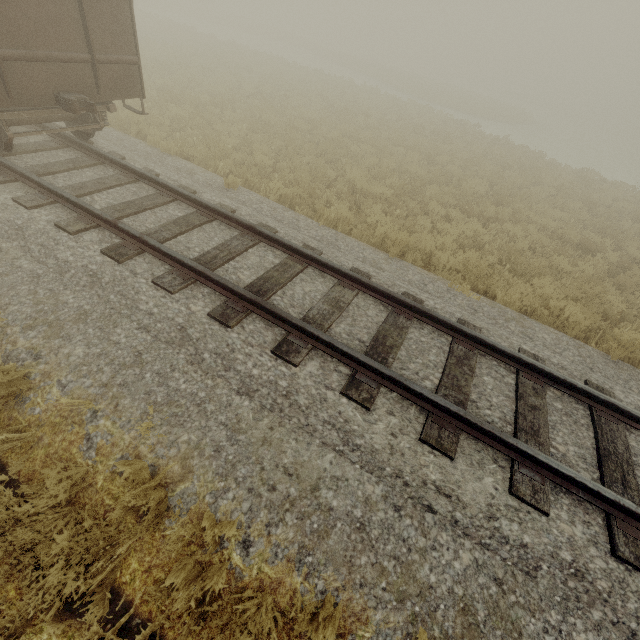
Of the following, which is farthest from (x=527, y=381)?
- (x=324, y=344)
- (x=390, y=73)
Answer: (x=390, y=73)
